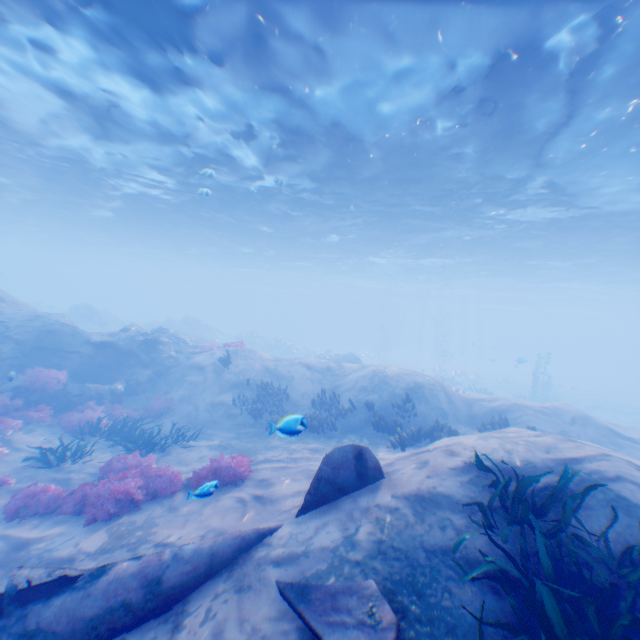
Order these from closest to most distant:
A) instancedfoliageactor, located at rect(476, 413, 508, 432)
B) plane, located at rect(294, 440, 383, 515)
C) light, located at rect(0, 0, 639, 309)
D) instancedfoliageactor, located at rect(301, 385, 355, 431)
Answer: plane, located at rect(294, 440, 383, 515) < light, located at rect(0, 0, 639, 309) < instancedfoliageactor, located at rect(476, 413, 508, 432) < instancedfoliageactor, located at rect(301, 385, 355, 431)

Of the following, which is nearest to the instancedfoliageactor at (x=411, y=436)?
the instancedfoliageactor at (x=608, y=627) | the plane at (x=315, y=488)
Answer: the plane at (x=315, y=488)

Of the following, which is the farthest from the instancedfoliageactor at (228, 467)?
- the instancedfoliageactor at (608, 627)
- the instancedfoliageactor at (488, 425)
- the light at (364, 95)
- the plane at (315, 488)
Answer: → the instancedfoliageactor at (488, 425)

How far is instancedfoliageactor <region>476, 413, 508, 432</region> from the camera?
12.3m

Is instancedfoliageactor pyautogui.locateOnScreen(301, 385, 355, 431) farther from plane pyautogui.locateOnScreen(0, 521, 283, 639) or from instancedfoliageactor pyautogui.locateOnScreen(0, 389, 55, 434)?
plane pyautogui.locateOnScreen(0, 521, 283, 639)

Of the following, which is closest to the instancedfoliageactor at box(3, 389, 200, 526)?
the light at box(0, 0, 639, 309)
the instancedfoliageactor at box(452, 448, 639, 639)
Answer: the instancedfoliageactor at box(452, 448, 639, 639)

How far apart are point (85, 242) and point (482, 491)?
52.5 meters

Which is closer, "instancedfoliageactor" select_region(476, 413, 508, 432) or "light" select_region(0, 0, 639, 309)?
"light" select_region(0, 0, 639, 309)
